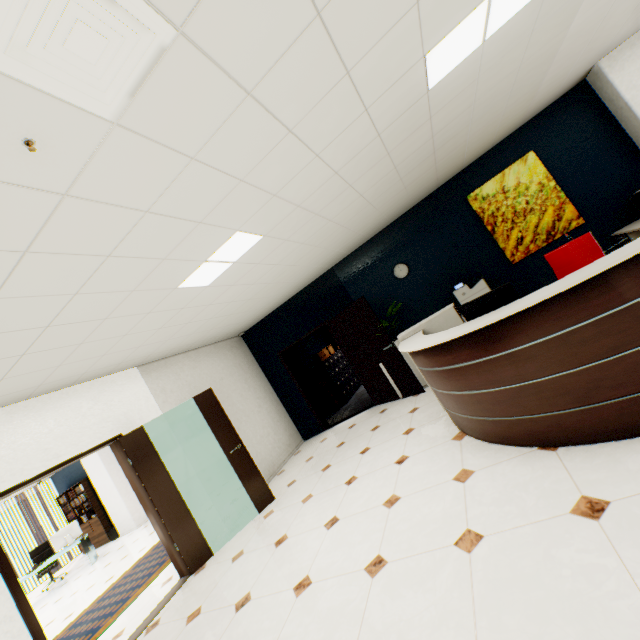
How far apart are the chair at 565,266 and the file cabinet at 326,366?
6.3 meters

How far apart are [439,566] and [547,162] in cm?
603

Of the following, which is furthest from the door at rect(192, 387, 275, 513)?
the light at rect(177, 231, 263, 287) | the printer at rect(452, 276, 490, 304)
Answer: the printer at rect(452, 276, 490, 304)

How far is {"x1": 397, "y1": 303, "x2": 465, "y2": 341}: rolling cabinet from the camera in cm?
423

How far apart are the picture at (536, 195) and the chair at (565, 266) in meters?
2.1 m

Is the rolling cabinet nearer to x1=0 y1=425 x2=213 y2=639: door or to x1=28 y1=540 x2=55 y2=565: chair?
x1=0 y1=425 x2=213 y2=639: door

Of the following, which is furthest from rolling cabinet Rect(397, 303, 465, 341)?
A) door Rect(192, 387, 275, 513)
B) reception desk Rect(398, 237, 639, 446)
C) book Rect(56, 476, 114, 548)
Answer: book Rect(56, 476, 114, 548)

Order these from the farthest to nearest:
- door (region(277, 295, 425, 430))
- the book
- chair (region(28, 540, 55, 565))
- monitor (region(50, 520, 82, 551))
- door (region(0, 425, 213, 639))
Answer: the book < chair (region(28, 540, 55, 565)) < monitor (region(50, 520, 82, 551)) < door (region(277, 295, 425, 430)) < door (region(0, 425, 213, 639))
